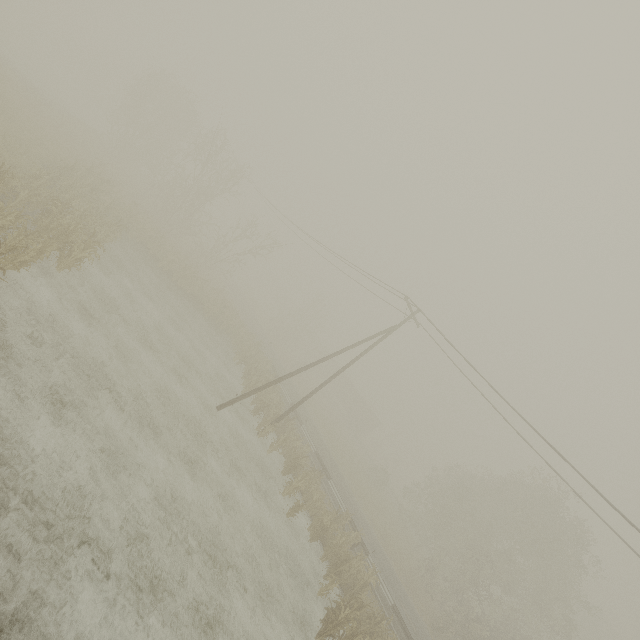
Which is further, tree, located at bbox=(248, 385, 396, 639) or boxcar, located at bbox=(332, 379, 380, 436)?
boxcar, located at bbox=(332, 379, 380, 436)

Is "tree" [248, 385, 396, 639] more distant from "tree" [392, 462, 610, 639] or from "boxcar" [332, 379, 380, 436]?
"boxcar" [332, 379, 380, 436]

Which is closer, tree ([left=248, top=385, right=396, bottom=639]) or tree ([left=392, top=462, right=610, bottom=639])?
tree ([left=248, top=385, right=396, bottom=639])

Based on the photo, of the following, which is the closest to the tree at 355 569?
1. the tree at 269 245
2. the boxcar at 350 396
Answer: the tree at 269 245

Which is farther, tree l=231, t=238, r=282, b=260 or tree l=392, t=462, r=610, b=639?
tree l=231, t=238, r=282, b=260

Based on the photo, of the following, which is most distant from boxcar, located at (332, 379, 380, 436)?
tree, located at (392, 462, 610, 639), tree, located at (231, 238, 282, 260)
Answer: tree, located at (231, 238, 282, 260)

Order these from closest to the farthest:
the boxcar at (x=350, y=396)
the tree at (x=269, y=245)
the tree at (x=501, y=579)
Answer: the tree at (x=501, y=579)
the tree at (x=269, y=245)
the boxcar at (x=350, y=396)

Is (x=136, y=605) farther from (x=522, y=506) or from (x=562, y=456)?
(x=522, y=506)
